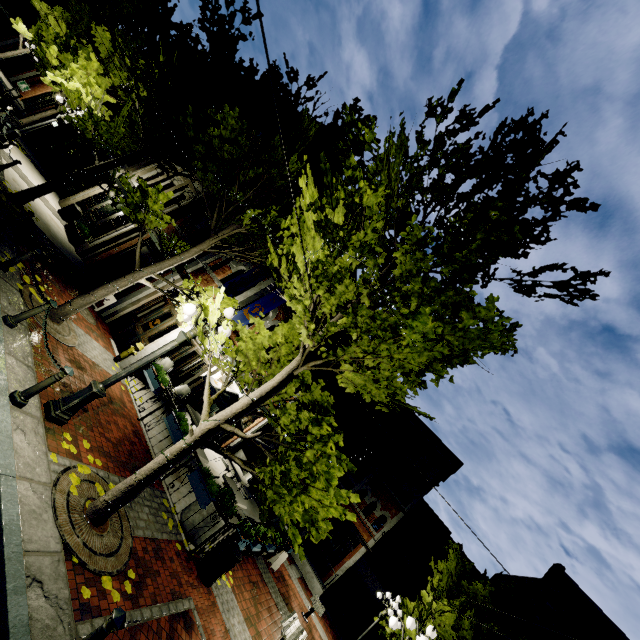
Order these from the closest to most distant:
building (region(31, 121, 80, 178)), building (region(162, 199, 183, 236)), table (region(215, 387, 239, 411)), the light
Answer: the light < table (region(215, 387, 239, 411)) < building (region(162, 199, 183, 236)) < building (region(31, 121, 80, 178))

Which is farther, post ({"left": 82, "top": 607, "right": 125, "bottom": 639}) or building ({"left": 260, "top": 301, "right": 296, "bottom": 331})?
building ({"left": 260, "top": 301, "right": 296, "bottom": 331})

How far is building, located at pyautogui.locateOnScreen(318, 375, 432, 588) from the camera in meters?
20.8

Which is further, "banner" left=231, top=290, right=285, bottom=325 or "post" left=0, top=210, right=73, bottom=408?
"banner" left=231, top=290, right=285, bottom=325

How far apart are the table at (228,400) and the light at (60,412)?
5.9 meters

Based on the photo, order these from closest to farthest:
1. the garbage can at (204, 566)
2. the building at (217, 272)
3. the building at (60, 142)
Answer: the garbage can at (204, 566) → the building at (217, 272) → the building at (60, 142)

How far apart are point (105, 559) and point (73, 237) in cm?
1407

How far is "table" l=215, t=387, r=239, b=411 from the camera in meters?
11.8
